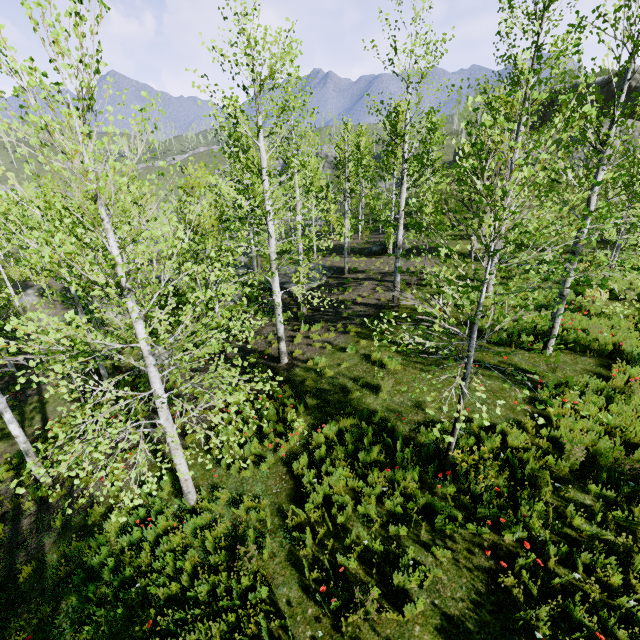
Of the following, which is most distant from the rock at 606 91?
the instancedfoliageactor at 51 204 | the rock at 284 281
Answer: the instancedfoliageactor at 51 204

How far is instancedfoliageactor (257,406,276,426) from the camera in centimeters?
697cm

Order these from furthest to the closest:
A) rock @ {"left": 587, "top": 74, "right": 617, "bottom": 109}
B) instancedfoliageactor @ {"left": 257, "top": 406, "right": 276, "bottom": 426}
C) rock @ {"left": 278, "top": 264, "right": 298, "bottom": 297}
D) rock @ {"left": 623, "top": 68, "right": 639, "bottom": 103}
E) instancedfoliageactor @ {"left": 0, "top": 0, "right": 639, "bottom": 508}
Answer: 1. rock @ {"left": 587, "top": 74, "right": 617, "bottom": 109}
2. rock @ {"left": 623, "top": 68, "right": 639, "bottom": 103}
3. rock @ {"left": 278, "top": 264, "right": 298, "bottom": 297}
4. instancedfoliageactor @ {"left": 257, "top": 406, "right": 276, "bottom": 426}
5. instancedfoliageactor @ {"left": 0, "top": 0, "right": 639, "bottom": 508}

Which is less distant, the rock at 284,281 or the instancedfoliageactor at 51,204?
the instancedfoliageactor at 51,204

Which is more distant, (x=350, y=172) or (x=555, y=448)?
(x=350, y=172)

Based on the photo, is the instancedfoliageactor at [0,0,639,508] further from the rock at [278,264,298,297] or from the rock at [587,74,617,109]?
the rock at [587,74,617,109]

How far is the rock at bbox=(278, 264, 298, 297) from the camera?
20.66m
